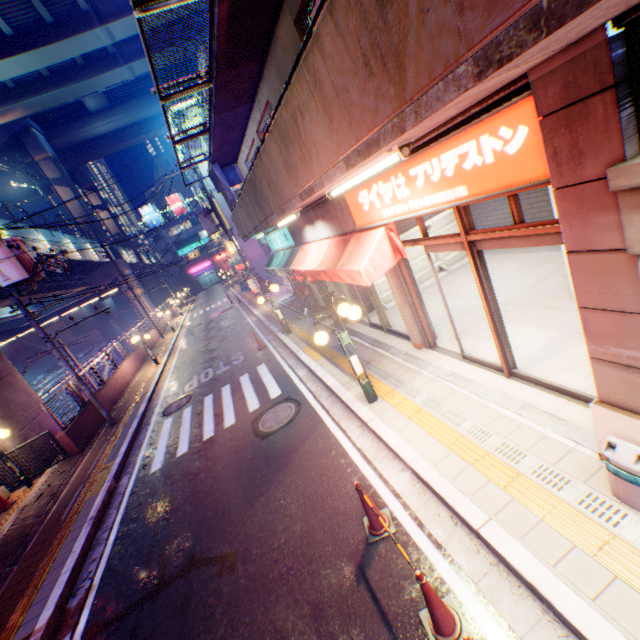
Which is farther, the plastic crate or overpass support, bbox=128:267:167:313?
overpass support, bbox=128:267:167:313

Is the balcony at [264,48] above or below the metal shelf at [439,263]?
above

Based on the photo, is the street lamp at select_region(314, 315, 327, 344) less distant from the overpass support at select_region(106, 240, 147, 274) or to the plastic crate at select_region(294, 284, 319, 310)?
the plastic crate at select_region(294, 284, 319, 310)

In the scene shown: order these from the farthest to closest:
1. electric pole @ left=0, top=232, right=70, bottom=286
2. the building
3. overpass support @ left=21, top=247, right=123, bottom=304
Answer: overpass support @ left=21, top=247, right=123, bottom=304, the building, electric pole @ left=0, top=232, right=70, bottom=286

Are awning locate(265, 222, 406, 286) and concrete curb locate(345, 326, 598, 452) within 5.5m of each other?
yes

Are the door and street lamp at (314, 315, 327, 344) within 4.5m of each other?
yes

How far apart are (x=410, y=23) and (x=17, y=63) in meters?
36.3

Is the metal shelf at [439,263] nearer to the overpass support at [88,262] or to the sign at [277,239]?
the sign at [277,239]
